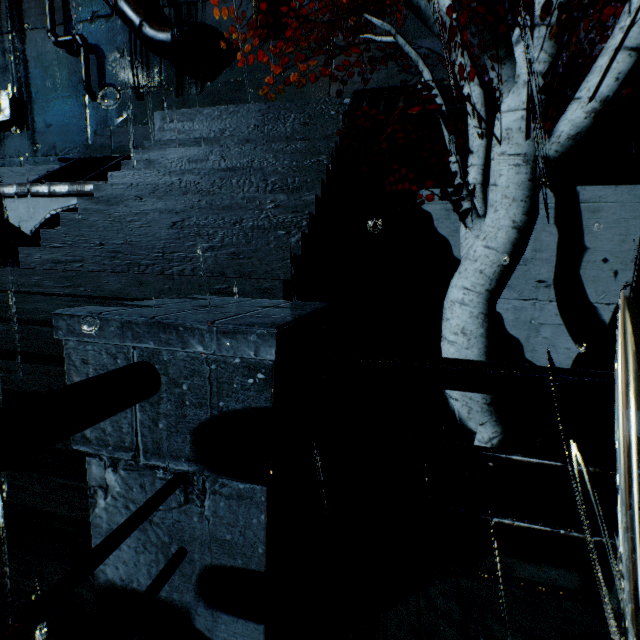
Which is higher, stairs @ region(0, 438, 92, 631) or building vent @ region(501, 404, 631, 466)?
stairs @ region(0, 438, 92, 631)

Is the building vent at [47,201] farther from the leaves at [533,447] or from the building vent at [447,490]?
the leaves at [533,447]

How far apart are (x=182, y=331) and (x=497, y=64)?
4.59m

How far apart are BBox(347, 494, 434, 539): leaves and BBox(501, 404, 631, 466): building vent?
0.01m

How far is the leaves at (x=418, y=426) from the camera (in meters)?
5.41

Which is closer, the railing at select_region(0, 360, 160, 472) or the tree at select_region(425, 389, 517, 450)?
the railing at select_region(0, 360, 160, 472)

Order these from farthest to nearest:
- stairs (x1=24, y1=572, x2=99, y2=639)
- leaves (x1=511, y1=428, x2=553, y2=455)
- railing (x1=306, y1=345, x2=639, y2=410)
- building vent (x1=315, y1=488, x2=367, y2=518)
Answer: leaves (x1=511, y1=428, x2=553, y2=455) < building vent (x1=315, y1=488, x2=367, y2=518) < stairs (x1=24, y1=572, x2=99, y2=639) < railing (x1=306, y1=345, x2=639, y2=410)

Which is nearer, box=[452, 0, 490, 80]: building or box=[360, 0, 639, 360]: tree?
box=[360, 0, 639, 360]: tree
